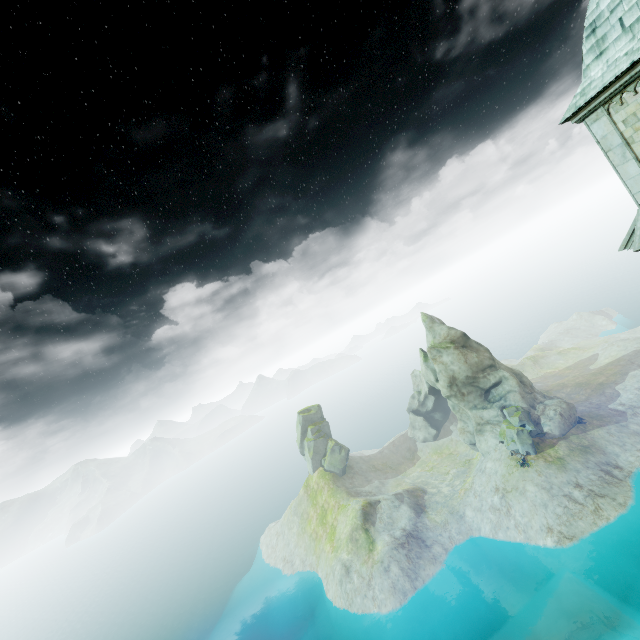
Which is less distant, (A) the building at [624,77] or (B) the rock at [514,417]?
(A) the building at [624,77]

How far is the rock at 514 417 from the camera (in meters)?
52.66

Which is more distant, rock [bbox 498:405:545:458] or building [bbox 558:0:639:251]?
rock [bbox 498:405:545:458]

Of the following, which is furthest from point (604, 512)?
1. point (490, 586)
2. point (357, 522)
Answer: point (357, 522)

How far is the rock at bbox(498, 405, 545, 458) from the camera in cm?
5266

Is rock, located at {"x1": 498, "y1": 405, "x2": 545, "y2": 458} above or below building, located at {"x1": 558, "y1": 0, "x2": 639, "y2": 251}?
below
